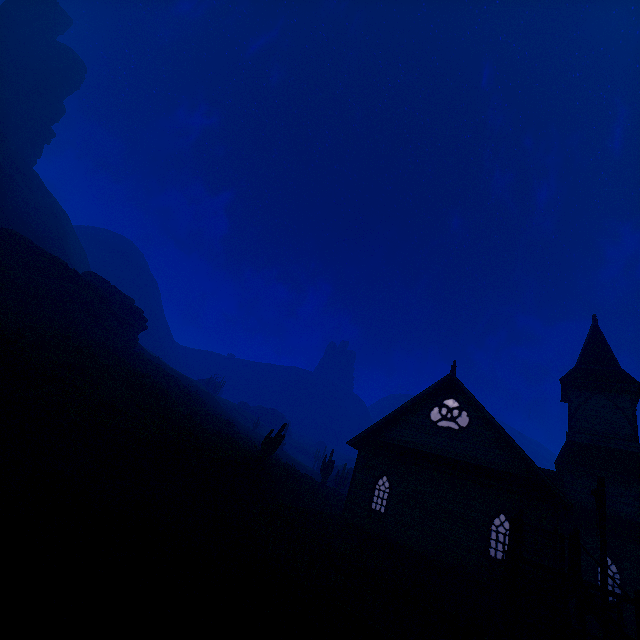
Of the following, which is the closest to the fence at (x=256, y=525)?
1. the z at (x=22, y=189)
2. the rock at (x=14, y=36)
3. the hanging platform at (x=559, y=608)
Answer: the z at (x=22, y=189)

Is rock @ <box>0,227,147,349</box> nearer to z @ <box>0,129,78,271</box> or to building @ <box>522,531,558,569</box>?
z @ <box>0,129,78,271</box>

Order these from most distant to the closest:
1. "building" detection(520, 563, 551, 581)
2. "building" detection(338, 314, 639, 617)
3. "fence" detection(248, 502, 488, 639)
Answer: "building" detection(338, 314, 639, 617) → "building" detection(520, 563, 551, 581) → "fence" detection(248, 502, 488, 639)

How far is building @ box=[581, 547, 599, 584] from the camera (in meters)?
16.31

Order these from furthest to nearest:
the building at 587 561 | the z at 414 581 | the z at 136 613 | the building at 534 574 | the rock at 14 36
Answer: the rock at 14 36, the building at 587 561, the building at 534 574, the z at 414 581, the z at 136 613

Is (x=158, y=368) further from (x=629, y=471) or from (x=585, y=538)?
(x=629, y=471)

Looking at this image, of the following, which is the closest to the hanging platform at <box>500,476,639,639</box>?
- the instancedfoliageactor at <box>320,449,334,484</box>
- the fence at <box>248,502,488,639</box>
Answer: the fence at <box>248,502,488,639</box>

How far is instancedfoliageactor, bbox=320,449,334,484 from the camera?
31.81m
